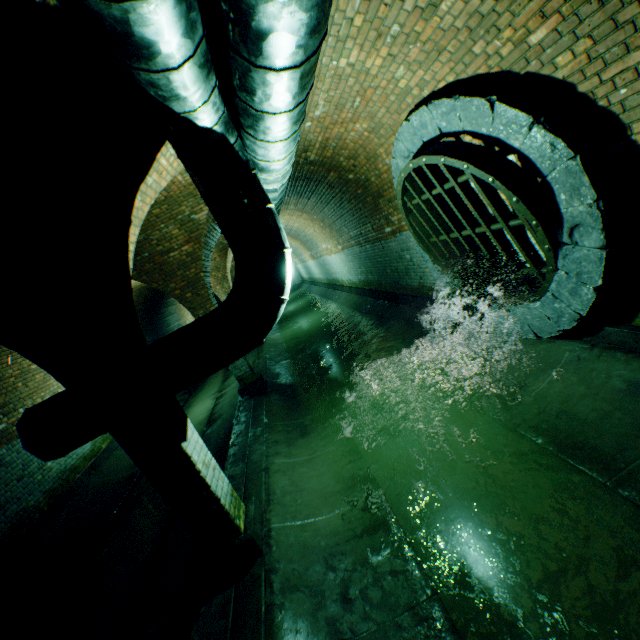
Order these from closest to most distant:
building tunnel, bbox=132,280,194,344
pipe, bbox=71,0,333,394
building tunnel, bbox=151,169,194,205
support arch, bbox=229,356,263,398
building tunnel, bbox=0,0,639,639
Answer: pipe, bbox=71,0,333,394 < building tunnel, bbox=0,0,639,639 < building tunnel, bbox=151,169,194,205 < support arch, bbox=229,356,263,398 < building tunnel, bbox=132,280,194,344

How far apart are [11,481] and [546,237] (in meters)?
10.02

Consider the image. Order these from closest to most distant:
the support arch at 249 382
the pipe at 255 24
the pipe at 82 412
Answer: the pipe at 255 24 → the pipe at 82 412 → the support arch at 249 382

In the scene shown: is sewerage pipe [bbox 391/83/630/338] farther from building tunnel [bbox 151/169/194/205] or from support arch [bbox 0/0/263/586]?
support arch [bbox 0/0/263/586]

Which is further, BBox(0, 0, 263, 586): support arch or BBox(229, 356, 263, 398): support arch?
BBox(229, 356, 263, 398): support arch

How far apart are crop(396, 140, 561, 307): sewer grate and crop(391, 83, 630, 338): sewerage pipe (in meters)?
0.01

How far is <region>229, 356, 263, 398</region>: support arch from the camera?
8.05m

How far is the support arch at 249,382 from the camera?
8.05m
